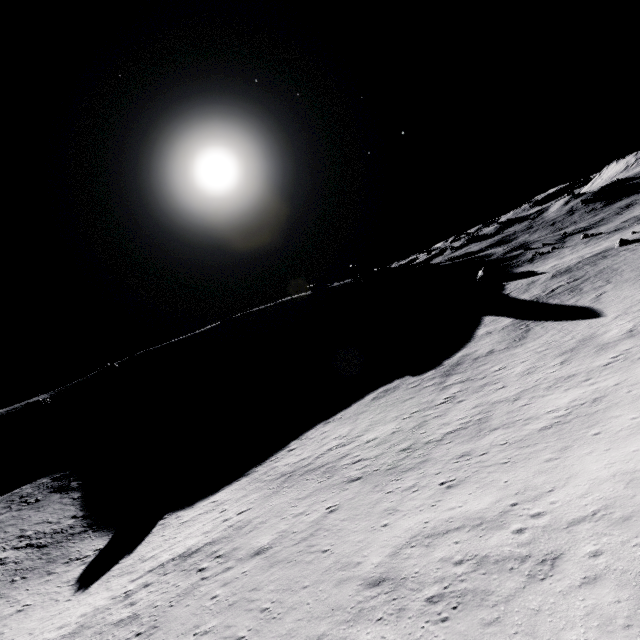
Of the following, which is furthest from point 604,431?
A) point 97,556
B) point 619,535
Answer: point 97,556
